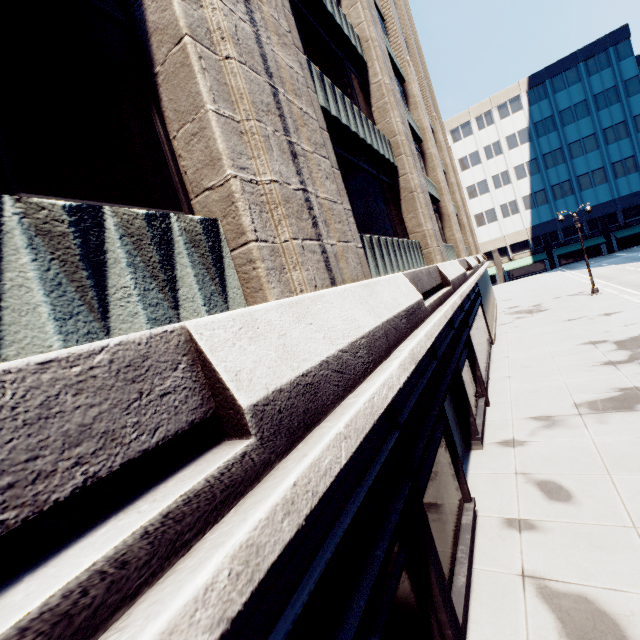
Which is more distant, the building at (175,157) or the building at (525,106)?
the building at (525,106)

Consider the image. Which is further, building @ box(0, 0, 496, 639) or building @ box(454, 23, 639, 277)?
building @ box(454, 23, 639, 277)

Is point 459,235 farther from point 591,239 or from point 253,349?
point 591,239
